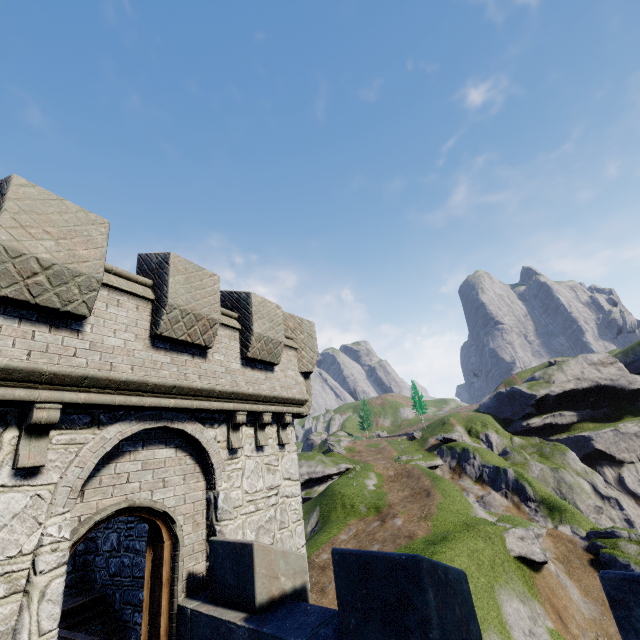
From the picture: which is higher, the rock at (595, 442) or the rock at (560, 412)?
the rock at (560, 412)

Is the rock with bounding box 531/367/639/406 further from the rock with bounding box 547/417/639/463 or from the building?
the building

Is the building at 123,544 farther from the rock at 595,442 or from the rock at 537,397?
the rock at 595,442

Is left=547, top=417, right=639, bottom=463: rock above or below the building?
below

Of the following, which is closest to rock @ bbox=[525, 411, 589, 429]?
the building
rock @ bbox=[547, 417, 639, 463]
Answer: rock @ bbox=[547, 417, 639, 463]

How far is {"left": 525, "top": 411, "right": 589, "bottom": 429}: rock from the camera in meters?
59.2 m

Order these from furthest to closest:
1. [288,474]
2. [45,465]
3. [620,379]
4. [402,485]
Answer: [620,379]
[402,485]
[288,474]
[45,465]
